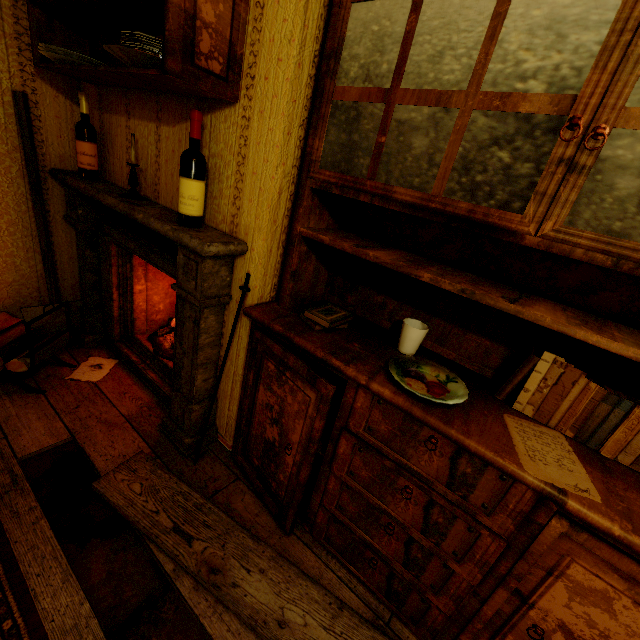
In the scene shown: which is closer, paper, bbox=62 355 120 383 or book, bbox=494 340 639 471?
book, bbox=494 340 639 471

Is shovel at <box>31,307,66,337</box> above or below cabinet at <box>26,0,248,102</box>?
below

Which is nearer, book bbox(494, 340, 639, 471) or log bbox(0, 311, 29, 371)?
book bbox(494, 340, 639, 471)

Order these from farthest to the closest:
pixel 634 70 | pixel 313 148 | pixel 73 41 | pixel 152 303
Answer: pixel 152 303 < pixel 73 41 < pixel 313 148 < pixel 634 70

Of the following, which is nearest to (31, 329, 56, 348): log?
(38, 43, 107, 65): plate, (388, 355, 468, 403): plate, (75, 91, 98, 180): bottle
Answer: (75, 91, 98, 180): bottle

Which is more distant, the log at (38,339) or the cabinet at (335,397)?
the log at (38,339)

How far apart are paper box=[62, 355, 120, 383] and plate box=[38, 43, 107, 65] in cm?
179

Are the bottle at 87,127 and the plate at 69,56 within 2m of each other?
yes
